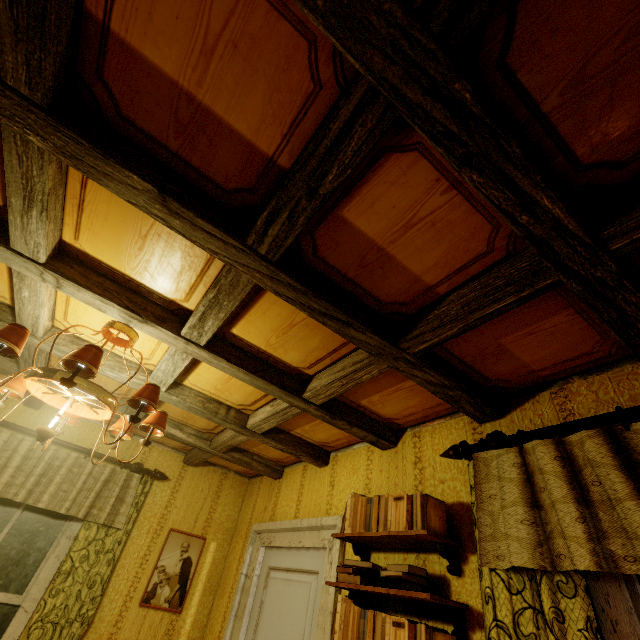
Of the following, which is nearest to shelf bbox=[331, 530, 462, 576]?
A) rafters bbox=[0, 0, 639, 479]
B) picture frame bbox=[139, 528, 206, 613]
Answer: rafters bbox=[0, 0, 639, 479]

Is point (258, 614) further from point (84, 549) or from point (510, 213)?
point (510, 213)

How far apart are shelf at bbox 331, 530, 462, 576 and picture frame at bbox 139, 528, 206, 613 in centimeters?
224cm

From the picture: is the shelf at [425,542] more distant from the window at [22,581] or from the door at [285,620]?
the window at [22,581]

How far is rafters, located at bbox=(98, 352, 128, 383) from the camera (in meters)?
2.29

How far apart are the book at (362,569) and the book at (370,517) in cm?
21

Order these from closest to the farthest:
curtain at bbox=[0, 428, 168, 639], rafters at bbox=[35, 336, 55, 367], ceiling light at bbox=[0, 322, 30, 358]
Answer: ceiling light at bbox=[0, 322, 30, 358] < rafters at bbox=[35, 336, 55, 367] < curtain at bbox=[0, 428, 168, 639]
